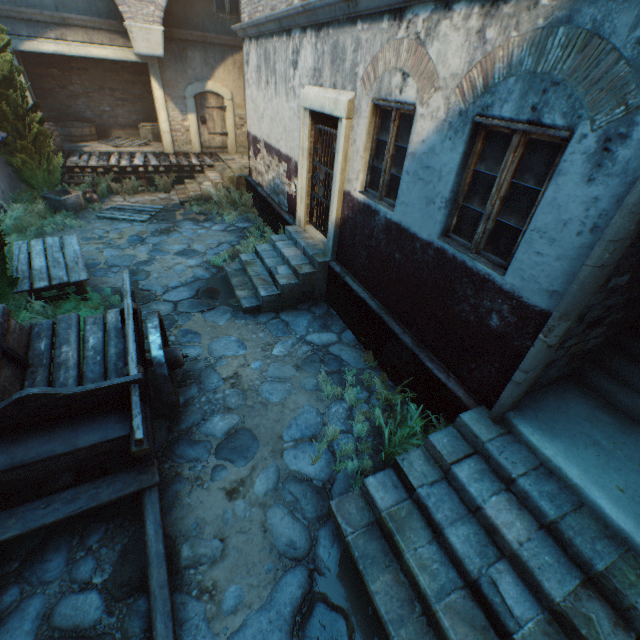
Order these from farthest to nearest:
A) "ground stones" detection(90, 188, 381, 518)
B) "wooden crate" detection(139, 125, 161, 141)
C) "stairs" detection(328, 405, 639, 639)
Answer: "wooden crate" detection(139, 125, 161, 141) → "ground stones" detection(90, 188, 381, 518) → "stairs" detection(328, 405, 639, 639)

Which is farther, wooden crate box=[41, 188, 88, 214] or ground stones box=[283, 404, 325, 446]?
wooden crate box=[41, 188, 88, 214]

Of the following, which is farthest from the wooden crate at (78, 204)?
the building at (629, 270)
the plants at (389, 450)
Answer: the plants at (389, 450)

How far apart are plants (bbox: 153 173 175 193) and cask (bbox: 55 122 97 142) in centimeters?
384cm

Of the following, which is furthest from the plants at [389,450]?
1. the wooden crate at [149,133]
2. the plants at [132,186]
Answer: the wooden crate at [149,133]

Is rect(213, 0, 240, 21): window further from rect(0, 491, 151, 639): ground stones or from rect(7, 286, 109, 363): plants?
rect(7, 286, 109, 363): plants

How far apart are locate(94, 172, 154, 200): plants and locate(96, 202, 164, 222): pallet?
0.8m

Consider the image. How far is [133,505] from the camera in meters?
3.6
